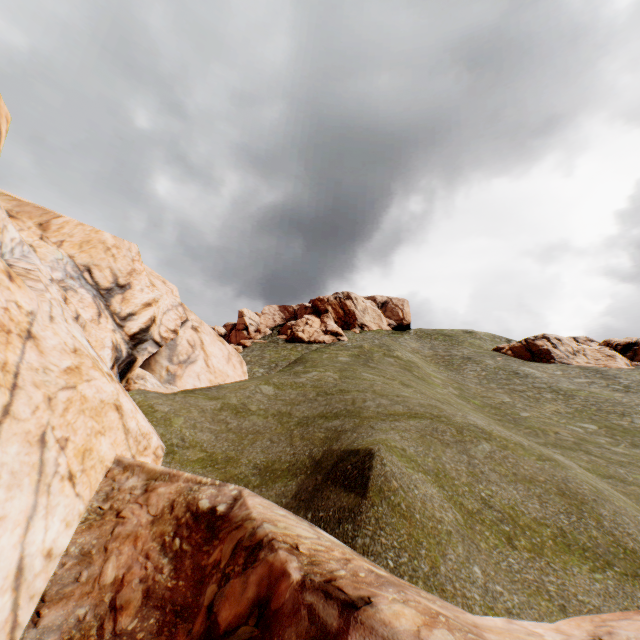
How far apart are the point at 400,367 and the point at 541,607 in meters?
22.7 m

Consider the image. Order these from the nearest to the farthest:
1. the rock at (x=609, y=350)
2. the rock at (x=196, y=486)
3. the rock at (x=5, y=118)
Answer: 1. the rock at (x=196, y=486)
2. the rock at (x=5, y=118)
3. the rock at (x=609, y=350)

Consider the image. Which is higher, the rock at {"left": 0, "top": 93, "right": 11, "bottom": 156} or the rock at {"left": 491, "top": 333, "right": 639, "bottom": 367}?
the rock at {"left": 491, "top": 333, "right": 639, "bottom": 367}

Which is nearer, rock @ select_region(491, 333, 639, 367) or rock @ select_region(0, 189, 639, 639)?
rock @ select_region(0, 189, 639, 639)

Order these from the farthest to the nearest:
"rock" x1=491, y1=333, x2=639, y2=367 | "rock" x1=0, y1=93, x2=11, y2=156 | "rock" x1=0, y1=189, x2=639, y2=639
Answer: "rock" x1=491, y1=333, x2=639, y2=367 → "rock" x1=0, y1=93, x2=11, y2=156 → "rock" x1=0, y1=189, x2=639, y2=639

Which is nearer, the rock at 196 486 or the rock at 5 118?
the rock at 196 486
